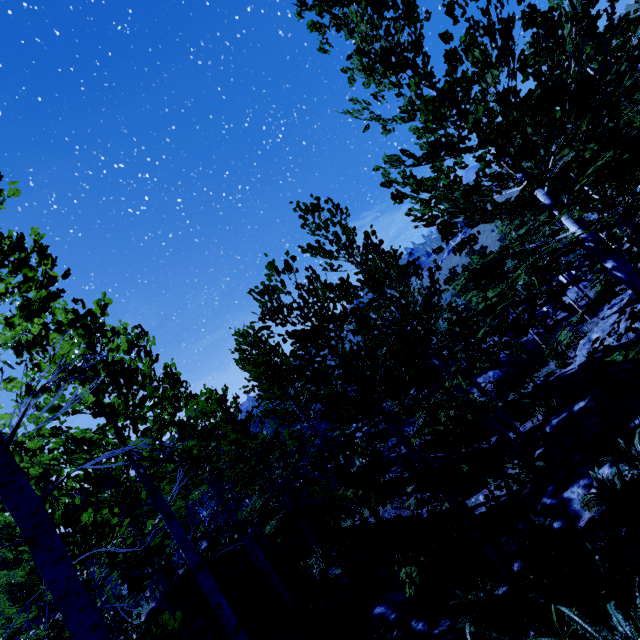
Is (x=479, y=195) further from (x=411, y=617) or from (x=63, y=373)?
(x=411, y=617)

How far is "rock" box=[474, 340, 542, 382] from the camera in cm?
2270

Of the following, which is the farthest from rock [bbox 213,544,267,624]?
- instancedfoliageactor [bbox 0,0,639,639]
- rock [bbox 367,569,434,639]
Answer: rock [bbox 367,569,434,639]

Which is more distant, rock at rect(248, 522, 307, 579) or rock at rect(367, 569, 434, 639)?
rock at rect(248, 522, 307, 579)

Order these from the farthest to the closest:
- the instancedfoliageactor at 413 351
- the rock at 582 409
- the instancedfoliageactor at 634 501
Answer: the rock at 582 409
the instancedfoliageactor at 634 501
the instancedfoliageactor at 413 351

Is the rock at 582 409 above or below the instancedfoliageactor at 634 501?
below

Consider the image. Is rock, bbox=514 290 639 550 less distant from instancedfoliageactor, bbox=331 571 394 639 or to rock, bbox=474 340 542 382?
instancedfoliageactor, bbox=331 571 394 639

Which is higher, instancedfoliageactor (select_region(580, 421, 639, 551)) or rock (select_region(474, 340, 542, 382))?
instancedfoliageactor (select_region(580, 421, 639, 551))
